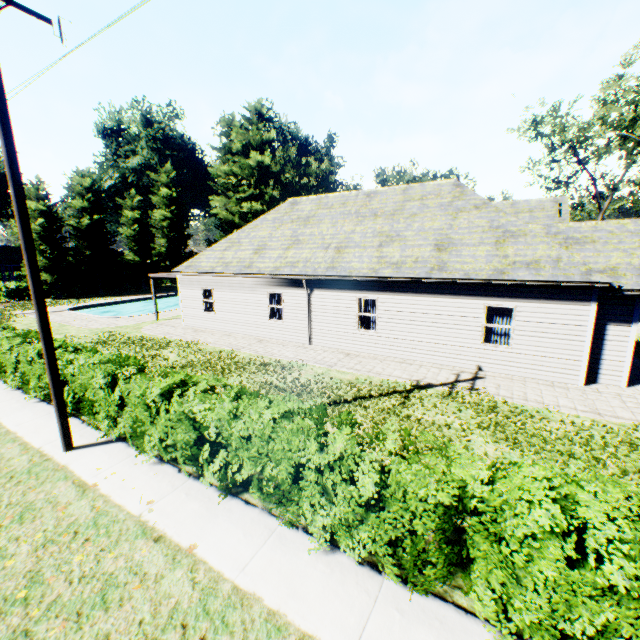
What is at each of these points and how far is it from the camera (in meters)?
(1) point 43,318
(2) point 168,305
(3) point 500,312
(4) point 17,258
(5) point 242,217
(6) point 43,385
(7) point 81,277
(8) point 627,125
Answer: (1) power line pole, 6.69
(2) swimming pool, 36.94
(3) curtain, 11.68
(4) house, 40.31
(5) plant, 47.00
(6) hedge, 9.41
(7) tree, 36.25
(8) tree, 22.25

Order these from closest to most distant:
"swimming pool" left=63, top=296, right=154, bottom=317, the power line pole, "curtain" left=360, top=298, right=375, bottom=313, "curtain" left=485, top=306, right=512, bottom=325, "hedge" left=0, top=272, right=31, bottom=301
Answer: the power line pole
"curtain" left=485, top=306, right=512, bottom=325
"curtain" left=360, top=298, right=375, bottom=313
"swimming pool" left=63, top=296, right=154, bottom=317
"hedge" left=0, top=272, right=31, bottom=301

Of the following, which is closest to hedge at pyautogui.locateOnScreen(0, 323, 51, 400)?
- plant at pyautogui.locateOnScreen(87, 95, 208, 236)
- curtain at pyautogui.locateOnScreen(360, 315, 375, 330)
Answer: plant at pyautogui.locateOnScreen(87, 95, 208, 236)

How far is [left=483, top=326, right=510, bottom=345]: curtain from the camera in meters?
11.7

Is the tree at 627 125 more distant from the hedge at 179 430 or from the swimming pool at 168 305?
the swimming pool at 168 305

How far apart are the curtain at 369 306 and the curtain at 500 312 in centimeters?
398cm

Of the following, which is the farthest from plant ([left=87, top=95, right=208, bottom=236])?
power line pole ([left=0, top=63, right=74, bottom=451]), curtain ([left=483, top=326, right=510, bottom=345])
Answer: power line pole ([left=0, top=63, right=74, bottom=451])

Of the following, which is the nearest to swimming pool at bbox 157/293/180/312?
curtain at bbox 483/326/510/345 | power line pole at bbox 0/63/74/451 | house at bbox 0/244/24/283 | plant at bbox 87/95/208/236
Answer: plant at bbox 87/95/208/236
